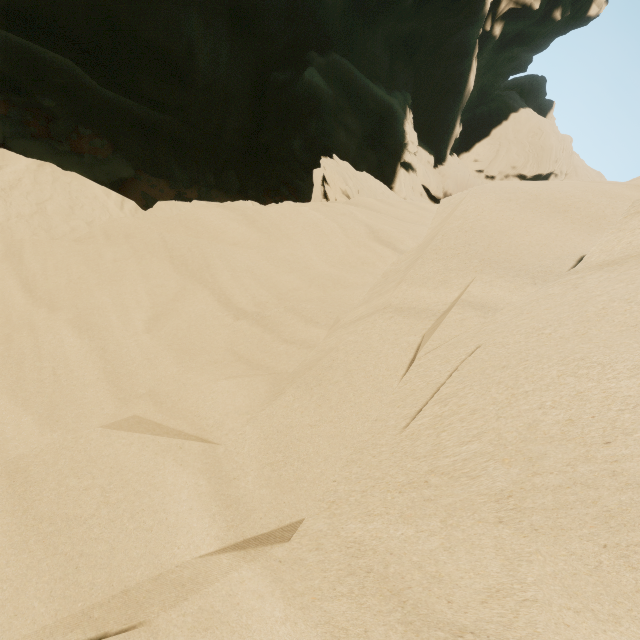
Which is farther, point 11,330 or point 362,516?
point 11,330
